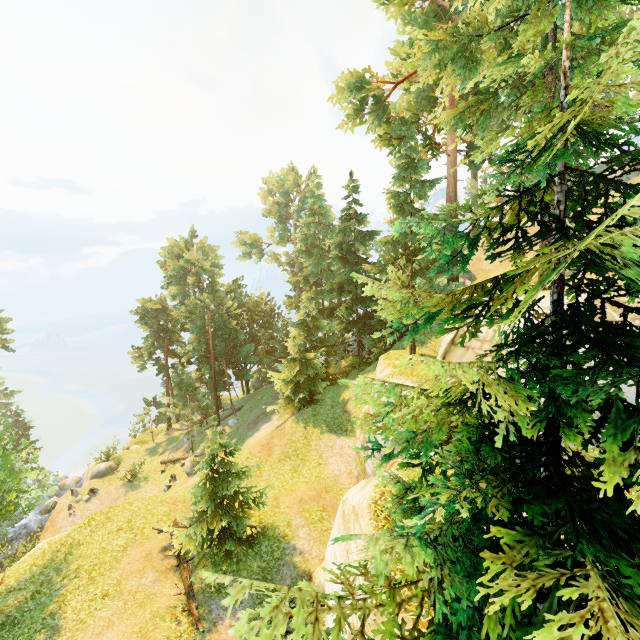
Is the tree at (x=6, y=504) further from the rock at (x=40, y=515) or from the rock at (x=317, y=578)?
the rock at (x=40, y=515)

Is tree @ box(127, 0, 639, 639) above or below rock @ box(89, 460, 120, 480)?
above

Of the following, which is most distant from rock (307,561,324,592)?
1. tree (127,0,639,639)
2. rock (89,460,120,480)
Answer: rock (89,460,120,480)

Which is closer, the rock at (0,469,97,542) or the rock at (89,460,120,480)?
the rock at (0,469,97,542)

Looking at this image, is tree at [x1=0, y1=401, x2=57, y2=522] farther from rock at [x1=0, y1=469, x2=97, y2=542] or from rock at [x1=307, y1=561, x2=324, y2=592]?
rock at [x1=0, y1=469, x2=97, y2=542]

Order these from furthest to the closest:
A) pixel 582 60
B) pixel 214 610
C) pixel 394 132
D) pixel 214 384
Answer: pixel 214 384 → pixel 394 132 → pixel 214 610 → pixel 582 60

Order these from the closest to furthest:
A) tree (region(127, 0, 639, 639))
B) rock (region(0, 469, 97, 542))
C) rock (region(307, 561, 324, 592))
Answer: tree (region(127, 0, 639, 639))
rock (region(307, 561, 324, 592))
rock (region(0, 469, 97, 542))
